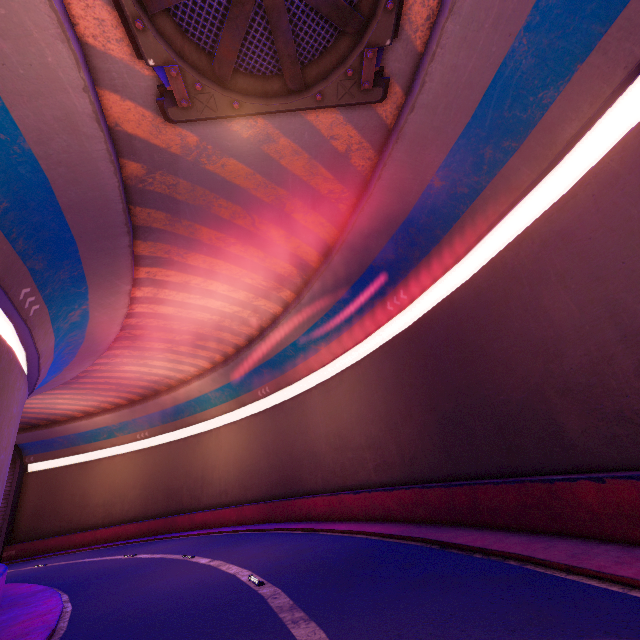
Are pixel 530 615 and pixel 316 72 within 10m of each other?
no
